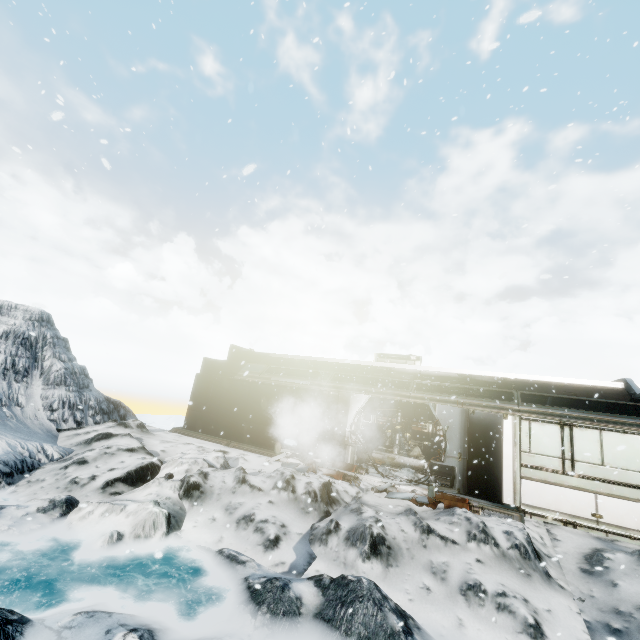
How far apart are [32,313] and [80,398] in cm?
474

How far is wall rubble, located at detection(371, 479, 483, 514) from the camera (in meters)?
8.97

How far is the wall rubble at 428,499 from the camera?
9.0 meters
